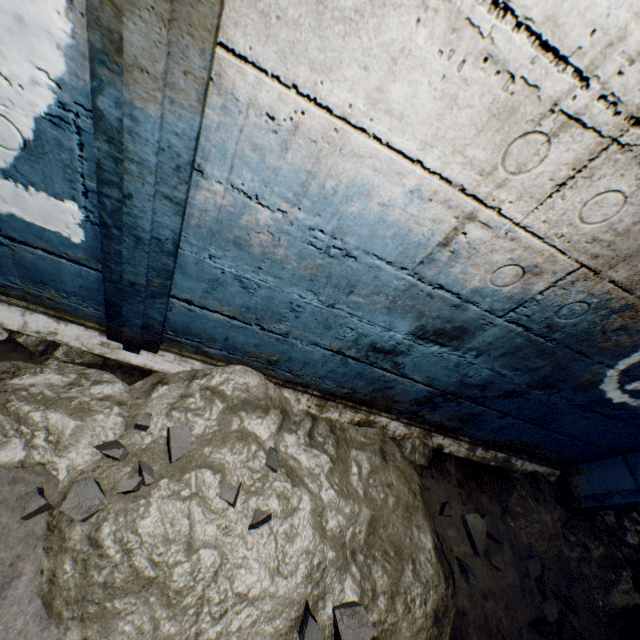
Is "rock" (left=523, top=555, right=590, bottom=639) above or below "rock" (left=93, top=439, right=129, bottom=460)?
below

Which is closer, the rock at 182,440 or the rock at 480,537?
the rock at 182,440

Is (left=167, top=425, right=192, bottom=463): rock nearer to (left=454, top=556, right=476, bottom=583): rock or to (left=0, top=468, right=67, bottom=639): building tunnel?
(left=0, top=468, right=67, bottom=639): building tunnel

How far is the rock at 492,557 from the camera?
2.1 meters

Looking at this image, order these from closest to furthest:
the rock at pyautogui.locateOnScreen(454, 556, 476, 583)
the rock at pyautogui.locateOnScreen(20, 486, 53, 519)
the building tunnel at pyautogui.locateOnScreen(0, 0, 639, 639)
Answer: the building tunnel at pyautogui.locateOnScreen(0, 0, 639, 639) < the rock at pyautogui.locateOnScreen(20, 486, 53, 519) < the rock at pyautogui.locateOnScreen(454, 556, 476, 583)

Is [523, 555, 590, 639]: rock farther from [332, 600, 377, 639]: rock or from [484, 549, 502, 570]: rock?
[332, 600, 377, 639]: rock

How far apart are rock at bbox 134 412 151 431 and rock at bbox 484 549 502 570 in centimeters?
189cm

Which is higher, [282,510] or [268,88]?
[268,88]
